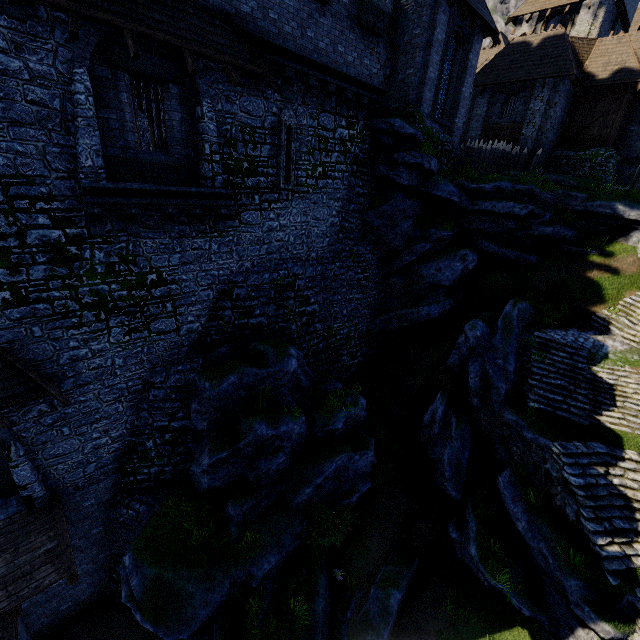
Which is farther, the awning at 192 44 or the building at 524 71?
the building at 524 71

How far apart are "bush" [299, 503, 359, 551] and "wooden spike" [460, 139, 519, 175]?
20.1 meters

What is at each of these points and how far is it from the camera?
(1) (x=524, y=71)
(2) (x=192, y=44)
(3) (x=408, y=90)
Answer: (1) building, 21.5 meters
(2) awning, 8.0 meters
(3) building, 15.6 meters

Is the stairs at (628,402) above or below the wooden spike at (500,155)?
below

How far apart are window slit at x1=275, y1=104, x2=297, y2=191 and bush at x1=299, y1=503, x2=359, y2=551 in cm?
1226

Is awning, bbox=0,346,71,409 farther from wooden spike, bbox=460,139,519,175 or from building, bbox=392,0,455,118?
wooden spike, bbox=460,139,519,175

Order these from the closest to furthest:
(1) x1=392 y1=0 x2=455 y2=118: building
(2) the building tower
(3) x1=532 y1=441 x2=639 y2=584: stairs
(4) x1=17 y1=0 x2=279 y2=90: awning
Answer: (4) x1=17 y1=0 x2=279 y2=90: awning
(2) the building tower
(3) x1=532 y1=441 x2=639 y2=584: stairs
(1) x1=392 y1=0 x2=455 y2=118: building

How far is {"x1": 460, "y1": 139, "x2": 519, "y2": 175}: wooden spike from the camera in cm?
1977
